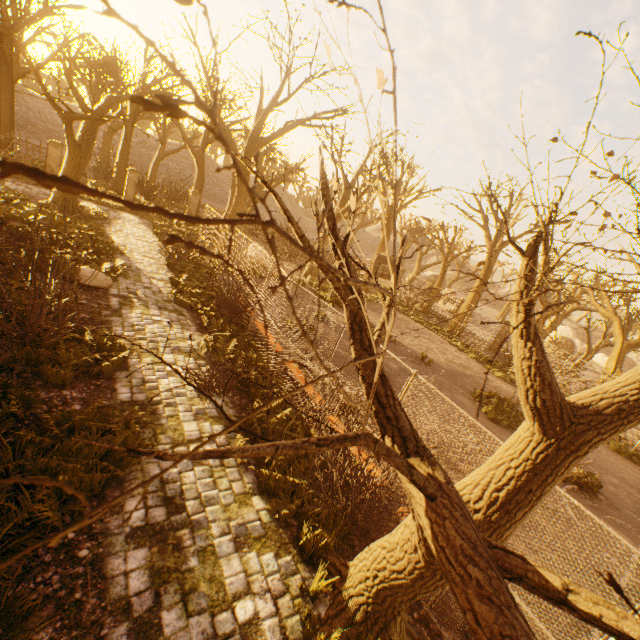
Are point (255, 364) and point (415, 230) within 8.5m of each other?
no

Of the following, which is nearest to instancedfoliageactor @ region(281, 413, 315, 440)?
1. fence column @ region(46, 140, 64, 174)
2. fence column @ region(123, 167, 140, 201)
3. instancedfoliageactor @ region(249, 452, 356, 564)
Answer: instancedfoliageactor @ region(249, 452, 356, 564)

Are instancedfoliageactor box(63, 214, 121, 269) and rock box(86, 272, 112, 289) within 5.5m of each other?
yes

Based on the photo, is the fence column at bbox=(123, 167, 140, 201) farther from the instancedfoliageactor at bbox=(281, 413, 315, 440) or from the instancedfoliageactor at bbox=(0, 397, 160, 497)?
the instancedfoliageactor at bbox=(281, 413, 315, 440)

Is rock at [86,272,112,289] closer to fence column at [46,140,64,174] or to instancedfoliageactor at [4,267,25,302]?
instancedfoliageactor at [4,267,25,302]

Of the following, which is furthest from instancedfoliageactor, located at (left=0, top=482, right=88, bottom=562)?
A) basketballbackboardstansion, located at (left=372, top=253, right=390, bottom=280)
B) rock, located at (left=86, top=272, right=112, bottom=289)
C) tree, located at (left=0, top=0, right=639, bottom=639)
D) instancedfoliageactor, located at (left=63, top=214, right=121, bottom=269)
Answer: basketballbackboardstansion, located at (left=372, top=253, right=390, bottom=280)

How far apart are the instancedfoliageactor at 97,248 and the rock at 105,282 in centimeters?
334cm

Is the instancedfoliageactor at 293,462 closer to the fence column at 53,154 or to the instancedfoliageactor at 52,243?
the instancedfoliageactor at 52,243
